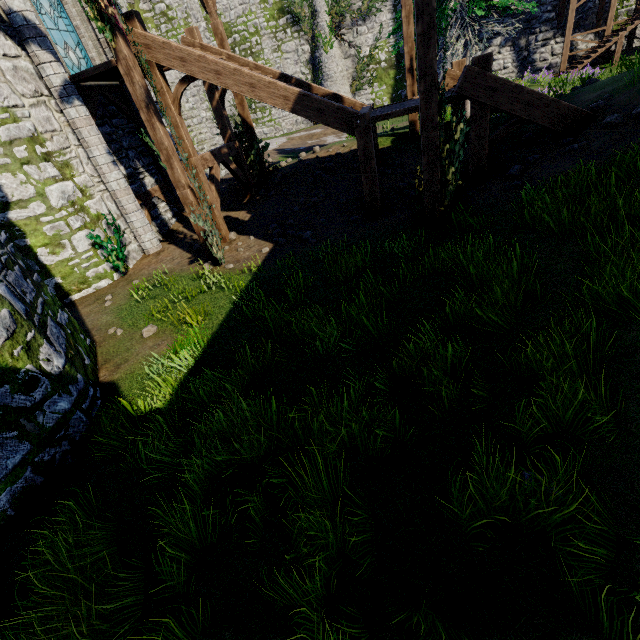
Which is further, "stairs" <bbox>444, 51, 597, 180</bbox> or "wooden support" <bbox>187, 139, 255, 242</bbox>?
"wooden support" <bbox>187, 139, 255, 242</bbox>

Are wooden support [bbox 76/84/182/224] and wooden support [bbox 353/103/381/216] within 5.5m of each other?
no

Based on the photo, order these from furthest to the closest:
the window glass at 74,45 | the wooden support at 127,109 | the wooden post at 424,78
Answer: the wooden support at 127,109 → the window glass at 74,45 → the wooden post at 424,78

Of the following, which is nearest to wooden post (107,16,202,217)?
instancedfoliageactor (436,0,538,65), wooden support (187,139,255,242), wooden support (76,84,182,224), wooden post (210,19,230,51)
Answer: wooden support (187,139,255,242)

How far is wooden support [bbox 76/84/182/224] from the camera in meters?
9.7 m

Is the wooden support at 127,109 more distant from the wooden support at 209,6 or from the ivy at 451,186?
the wooden support at 209,6

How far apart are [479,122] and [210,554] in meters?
9.6

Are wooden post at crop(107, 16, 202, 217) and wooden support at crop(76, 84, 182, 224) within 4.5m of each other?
yes
